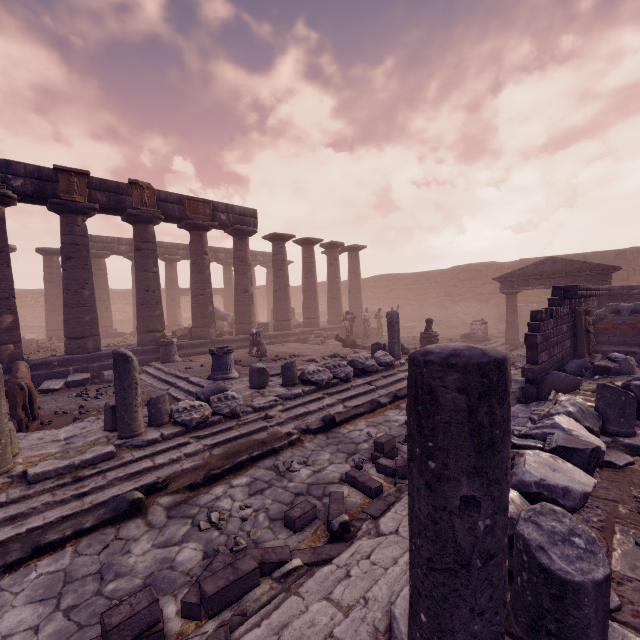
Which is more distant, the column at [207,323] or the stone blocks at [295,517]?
the column at [207,323]

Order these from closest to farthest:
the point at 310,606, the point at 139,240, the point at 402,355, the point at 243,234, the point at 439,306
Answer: the point at 310,606 → the point at 402,355 → the point at 139,240 → the point at 243,234 → the point at 439,306

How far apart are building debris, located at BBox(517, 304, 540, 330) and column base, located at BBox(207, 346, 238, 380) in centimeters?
1911cm

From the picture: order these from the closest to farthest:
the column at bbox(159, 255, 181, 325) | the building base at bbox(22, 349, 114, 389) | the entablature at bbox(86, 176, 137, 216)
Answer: the building base at bbox(22, 349, 114, 389), the entablature at bbox(86, 176, 137, 216), the column at bbox(159, 255, 181, 325)

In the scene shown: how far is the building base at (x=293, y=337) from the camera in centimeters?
1700cm

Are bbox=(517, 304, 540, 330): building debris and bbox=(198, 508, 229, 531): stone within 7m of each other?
no

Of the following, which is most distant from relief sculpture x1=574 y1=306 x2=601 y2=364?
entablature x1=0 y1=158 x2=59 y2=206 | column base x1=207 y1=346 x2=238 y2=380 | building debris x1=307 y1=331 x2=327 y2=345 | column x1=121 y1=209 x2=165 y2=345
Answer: A: column x1=121 y1=209 x2=165 y2=345

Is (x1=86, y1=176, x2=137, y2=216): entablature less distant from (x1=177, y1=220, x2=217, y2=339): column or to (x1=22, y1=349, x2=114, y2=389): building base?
(x1=177, y1=220, x2=217, y2=339): column
